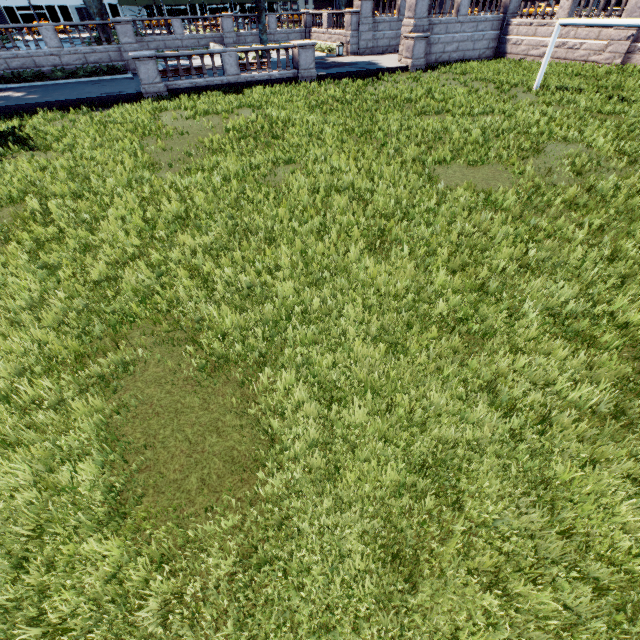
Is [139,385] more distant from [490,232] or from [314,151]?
[314,151]

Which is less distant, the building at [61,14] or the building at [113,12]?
the building at [61,14]

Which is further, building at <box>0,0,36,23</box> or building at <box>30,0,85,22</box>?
building at <box>30,0,85,22</box>

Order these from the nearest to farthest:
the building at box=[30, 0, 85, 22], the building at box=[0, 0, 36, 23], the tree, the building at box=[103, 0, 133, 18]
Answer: the tree
the building at box=[0, 0, 36, 23]
the building at box=[30, 0, 85, 22]
the building at box=[103, 0, 133, 18]

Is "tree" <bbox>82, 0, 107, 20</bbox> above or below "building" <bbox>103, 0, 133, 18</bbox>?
below

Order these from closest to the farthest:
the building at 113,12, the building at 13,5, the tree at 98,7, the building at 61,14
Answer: the tree at 98,7, the building at 13,5, the building at 61,14, the building at 113,12

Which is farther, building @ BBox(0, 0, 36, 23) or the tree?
building @ BBox(0, 0, 36, 23)
